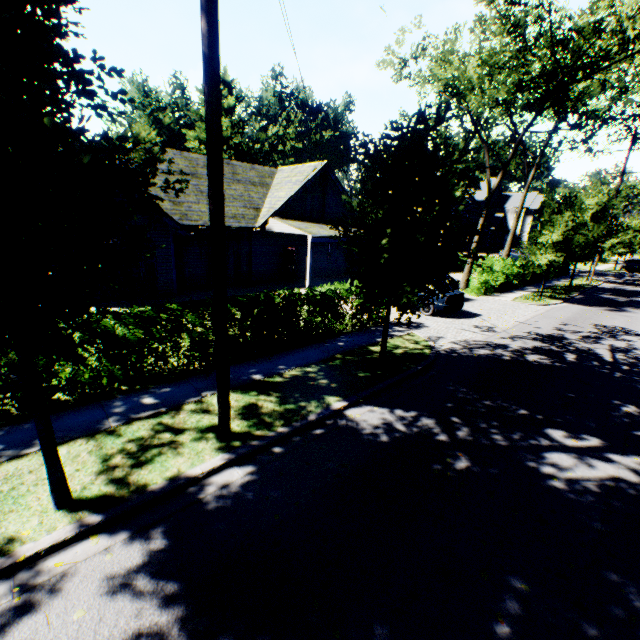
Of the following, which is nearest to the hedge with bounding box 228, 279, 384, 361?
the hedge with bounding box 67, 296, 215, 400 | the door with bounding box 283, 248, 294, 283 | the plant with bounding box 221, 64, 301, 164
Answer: the hedge with bounding box 67, 296, 215, 400

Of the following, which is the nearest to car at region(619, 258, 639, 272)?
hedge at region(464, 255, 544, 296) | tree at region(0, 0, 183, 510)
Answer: tree at region(0, 0, 183, 510)

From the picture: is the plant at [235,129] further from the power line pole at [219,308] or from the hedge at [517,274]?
the power line pole at [219,308]

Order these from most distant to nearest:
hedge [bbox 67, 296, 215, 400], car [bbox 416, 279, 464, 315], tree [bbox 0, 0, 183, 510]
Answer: car [bbox 416, 279, 464, 315] → hedge [bbox 67, 296, 215, 400] → tree [bbox 0, 0, 183, 510]

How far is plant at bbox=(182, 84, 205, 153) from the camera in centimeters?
4831cm

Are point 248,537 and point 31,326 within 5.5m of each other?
yes

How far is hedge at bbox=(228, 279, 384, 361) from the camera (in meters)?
8.72

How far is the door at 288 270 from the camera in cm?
2070
